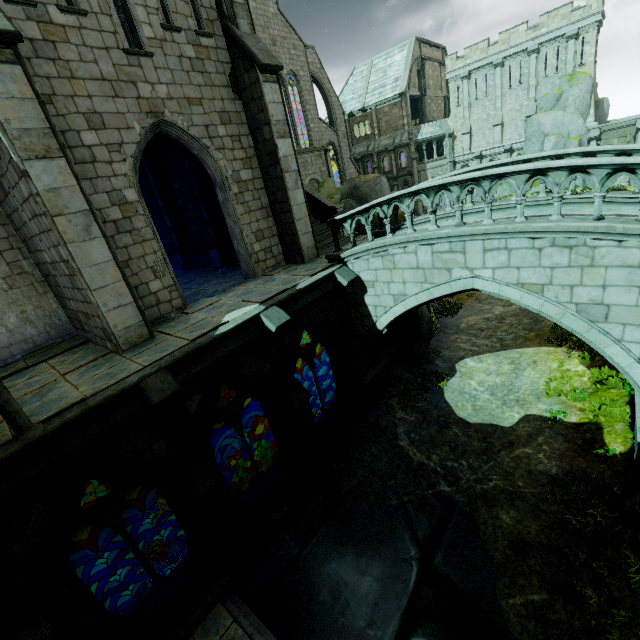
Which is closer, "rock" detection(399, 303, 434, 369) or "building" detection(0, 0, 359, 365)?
"building" detection(0, 0, 359, 365)

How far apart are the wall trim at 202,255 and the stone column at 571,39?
39.25m

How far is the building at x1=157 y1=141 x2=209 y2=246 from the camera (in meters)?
14.26

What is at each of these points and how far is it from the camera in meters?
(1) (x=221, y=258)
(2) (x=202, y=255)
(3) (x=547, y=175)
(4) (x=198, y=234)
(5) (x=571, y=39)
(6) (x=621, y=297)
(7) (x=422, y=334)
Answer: (1) column base, 14.4
(2) wall trim, 15.9
(3) bridge railing, 6.7
(4) building, 15.7
(5) stone column, 30.6
(6) bridge, 6.7
(7) rock, 13.9

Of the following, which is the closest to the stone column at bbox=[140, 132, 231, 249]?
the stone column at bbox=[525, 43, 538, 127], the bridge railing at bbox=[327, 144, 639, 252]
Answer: the bridge railing at bbox=[327, 144, 639, 252]

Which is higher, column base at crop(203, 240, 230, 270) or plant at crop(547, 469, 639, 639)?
column base at crop(203, 240, 230, 270)

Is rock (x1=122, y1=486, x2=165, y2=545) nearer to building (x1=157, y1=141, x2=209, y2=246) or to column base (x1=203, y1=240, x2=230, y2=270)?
building (x1=157, y1=141, x2=209, y2=246)

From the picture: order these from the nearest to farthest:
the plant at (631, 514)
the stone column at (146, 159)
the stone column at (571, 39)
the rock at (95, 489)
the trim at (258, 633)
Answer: the plant at (631, 514) → the trim at (258, 633) → the stone column at (146, 159) → the rock at (95, 489) → the stone column at (571, 39)
